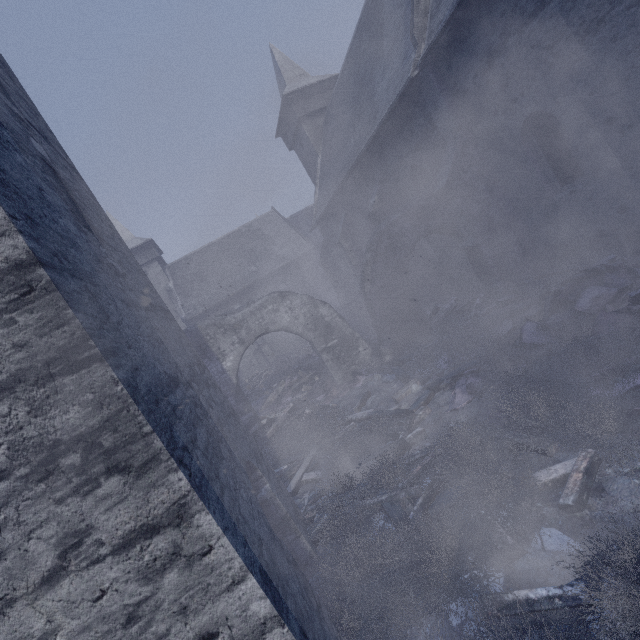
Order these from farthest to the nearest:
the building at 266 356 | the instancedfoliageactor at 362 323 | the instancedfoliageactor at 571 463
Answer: the building at 266 356
the instancedfoliageactor at 362 323
the instancedfoliageactor at 571 463

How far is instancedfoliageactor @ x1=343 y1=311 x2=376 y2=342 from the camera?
14.8 meters

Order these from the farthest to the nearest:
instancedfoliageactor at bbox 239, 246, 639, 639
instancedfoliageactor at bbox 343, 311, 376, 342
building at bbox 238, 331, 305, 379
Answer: building at bbox 238, 331, 305, 379 → instancedfoliageactor at bbox 343, 311, 376, 342 → instancedfoliageactor at bbox 239, 246, 639, 639

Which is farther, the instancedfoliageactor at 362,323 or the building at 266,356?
the building at 266,356

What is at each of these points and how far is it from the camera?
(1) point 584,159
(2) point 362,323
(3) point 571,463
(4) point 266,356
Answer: (1) building, 7.4m
(2) instancedfoliageactor, 17.5m
(3) instancedfoliageactor, 3.5m
(4) building, 27.2m

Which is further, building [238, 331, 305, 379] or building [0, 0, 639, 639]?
building [238, 331, 305, 379]

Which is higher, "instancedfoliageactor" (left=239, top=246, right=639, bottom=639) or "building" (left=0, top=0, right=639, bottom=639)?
"building" (left=0, top=0, right=639, bottom=639)

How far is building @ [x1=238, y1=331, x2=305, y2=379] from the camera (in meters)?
27.36
